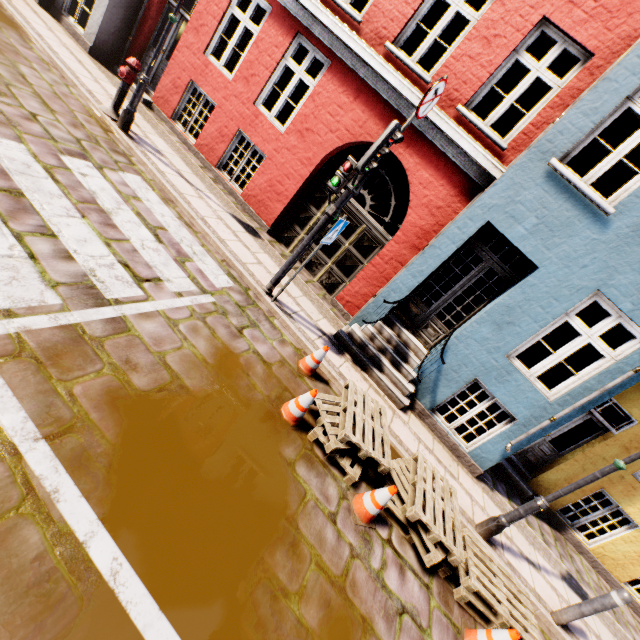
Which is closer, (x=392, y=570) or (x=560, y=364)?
(x=392, y=570)

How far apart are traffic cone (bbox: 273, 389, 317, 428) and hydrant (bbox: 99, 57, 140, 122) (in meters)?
6.83

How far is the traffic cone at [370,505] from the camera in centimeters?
366cm

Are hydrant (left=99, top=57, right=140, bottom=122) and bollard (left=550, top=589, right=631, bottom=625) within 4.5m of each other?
no

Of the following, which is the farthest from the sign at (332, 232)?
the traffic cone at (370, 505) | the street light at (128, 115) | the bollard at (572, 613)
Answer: the bollard at (572, 613)

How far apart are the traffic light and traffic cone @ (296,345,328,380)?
2.4 meters

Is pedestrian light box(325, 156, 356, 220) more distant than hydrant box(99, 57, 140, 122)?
No

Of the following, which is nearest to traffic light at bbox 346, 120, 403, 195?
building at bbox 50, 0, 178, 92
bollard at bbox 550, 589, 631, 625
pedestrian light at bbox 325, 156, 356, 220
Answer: pedestrian light at bbox 325, 156, 356, 220
